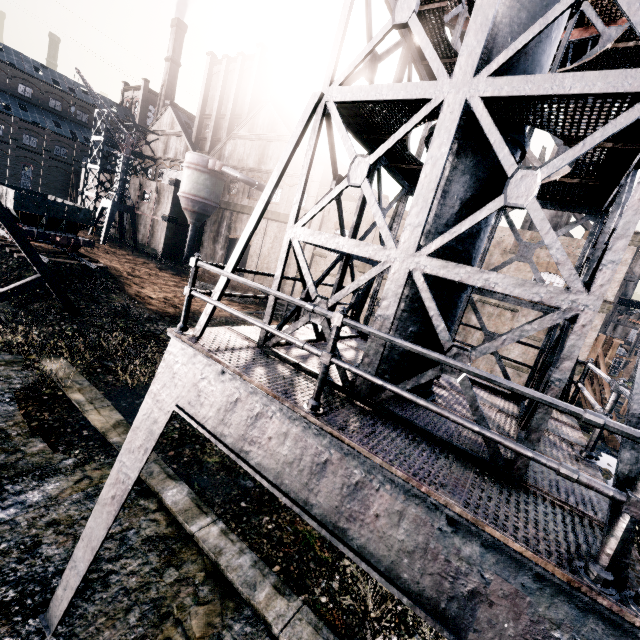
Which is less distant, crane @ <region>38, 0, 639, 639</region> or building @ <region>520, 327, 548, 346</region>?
crane @ <region>38, 0, 639, 639</region>

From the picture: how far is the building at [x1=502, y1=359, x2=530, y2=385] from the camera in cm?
2394

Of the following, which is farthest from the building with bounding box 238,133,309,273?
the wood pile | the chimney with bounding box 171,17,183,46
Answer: the chimney with bounding box 171,17,183,46

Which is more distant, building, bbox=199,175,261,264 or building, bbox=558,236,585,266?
building, bbox=199,175,261,264

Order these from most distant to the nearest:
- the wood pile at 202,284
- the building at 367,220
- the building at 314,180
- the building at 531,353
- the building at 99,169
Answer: the building at 99,169
the building at 314,180
the wood pile at 202,284
the building at 367,220
the building at 531,353

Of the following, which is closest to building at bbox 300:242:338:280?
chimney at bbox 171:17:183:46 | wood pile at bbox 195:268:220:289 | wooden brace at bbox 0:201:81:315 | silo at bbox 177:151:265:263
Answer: silo at bbox 177:151:265:263

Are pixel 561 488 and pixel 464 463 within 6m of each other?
yes

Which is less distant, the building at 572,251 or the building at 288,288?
the building at 572,251
